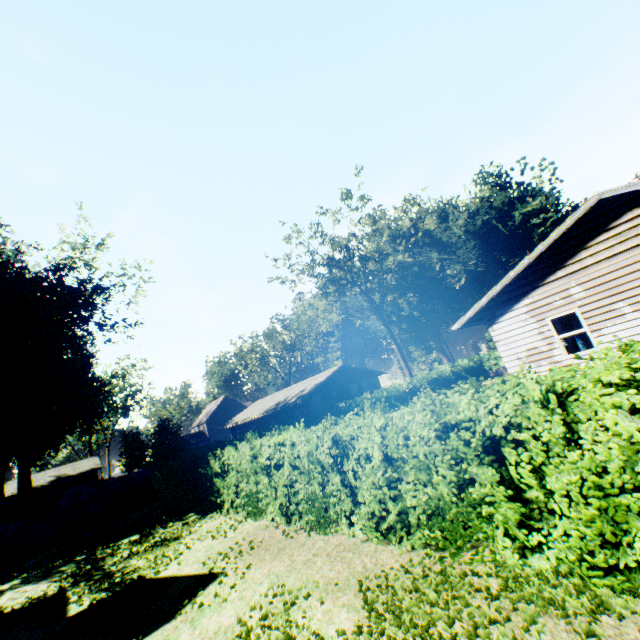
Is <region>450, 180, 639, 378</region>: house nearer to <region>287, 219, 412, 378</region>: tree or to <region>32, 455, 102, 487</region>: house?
<region>287, 219, 412, 378</region>: tree

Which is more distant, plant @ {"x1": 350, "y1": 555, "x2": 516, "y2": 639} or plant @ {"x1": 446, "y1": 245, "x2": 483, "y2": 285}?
plant @ {"x1": 446, "y1": 245, "x2": 483, "y2": 285}

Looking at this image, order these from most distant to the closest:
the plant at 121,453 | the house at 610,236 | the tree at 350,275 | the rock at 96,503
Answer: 1. the tree at 350,275
2. the plant at 121,453
3. the rock at 96,503
4. the house at 610,236

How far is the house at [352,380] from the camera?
30.8 meters

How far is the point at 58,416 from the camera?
46.69m

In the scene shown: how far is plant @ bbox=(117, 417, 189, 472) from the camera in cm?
2316

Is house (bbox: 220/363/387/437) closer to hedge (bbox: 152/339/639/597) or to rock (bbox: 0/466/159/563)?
Result: rock (bbox: 0/466/159/563)

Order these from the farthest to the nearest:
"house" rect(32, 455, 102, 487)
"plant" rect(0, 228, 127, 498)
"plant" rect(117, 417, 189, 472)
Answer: "house" rect(32, 455, 102, 487)
"plant" rect(0, 228, 127, 498)
"plant" rect(117, 417, 189, 472)
